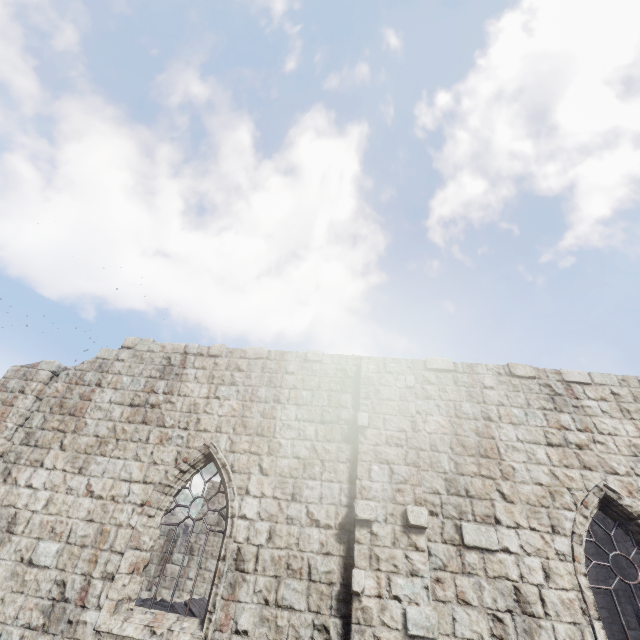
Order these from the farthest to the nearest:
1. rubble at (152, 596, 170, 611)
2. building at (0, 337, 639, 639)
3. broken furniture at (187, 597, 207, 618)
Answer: rubble at (152, 596, 170, 611)
broken furniture at (187, 597, 207, 618)
building at (0, 337, 639, 639)

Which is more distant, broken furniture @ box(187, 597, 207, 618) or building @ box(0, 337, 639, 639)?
broken furniture @ box(187, 597, 207, 618)

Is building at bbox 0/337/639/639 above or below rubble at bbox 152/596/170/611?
above

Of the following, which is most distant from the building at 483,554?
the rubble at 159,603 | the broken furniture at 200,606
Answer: the broken furniture at 200,606

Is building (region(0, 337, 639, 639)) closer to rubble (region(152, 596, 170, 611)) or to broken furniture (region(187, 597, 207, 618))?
rubble (region(152, 596, 170, 611))

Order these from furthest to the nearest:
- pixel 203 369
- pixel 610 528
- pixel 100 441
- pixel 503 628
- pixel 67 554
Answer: pixel 610 528, pixel 203 369, pixel 100 441, pixel 67 554, pixel 503 628

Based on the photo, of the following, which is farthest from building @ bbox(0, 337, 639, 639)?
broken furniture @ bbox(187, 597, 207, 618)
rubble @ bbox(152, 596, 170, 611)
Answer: broken furniture @ bbox(187, 597, 207, 618)

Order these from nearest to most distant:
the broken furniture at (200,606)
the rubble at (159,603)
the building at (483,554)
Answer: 1. the building at (483,554)
2. the broken furniture at (200,606)
3. the rubble at (159,603)
